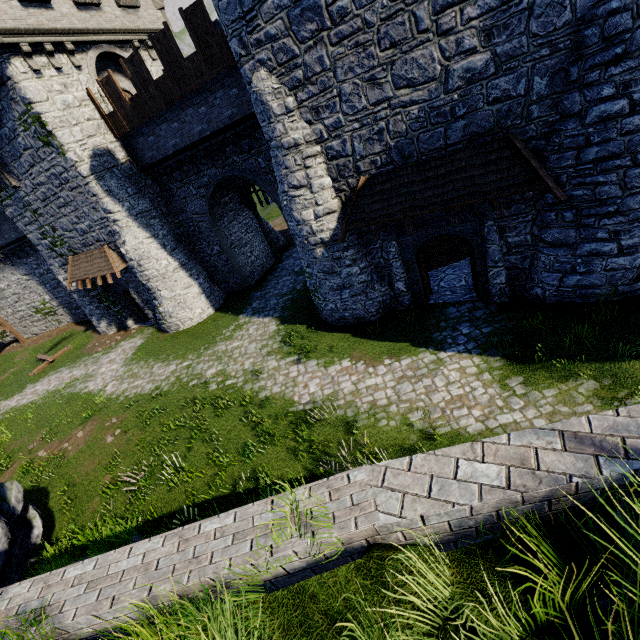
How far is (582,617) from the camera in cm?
188

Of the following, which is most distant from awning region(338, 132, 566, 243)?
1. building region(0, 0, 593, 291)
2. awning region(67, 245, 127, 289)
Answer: awning region(67, 245, 127, 289)

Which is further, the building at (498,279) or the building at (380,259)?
the building at (380,259)

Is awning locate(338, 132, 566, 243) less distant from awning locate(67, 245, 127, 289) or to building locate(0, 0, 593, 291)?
building locate(0, 0, 593, 291)

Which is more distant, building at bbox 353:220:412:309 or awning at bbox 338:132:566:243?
building at bbox 353:220:412:309

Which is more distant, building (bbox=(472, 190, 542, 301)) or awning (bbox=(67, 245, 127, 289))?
awning (bbox=(67, 245, 127, 289))
